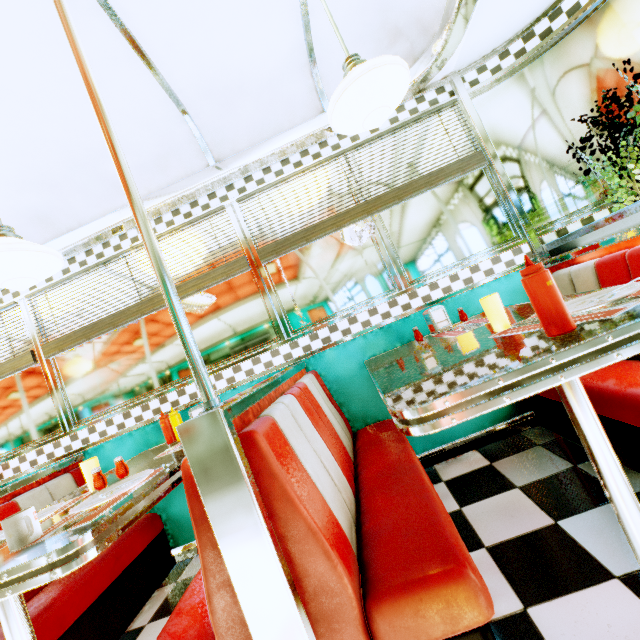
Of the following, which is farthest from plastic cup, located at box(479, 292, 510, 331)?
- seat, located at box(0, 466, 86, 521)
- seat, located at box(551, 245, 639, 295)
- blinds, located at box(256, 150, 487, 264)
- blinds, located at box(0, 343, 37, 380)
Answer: blinds, located at box(0, 343, 37, 380)

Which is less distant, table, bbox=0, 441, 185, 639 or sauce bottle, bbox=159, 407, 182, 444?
table, bbox=0, 441, 185, 639

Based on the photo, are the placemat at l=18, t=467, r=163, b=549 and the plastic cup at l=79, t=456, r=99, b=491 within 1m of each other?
yes

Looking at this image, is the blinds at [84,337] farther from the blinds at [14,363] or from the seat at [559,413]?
the seat at [559,413]

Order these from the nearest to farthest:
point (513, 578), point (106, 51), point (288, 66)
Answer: point (513, 578), point (106, 51), point (288, 66)

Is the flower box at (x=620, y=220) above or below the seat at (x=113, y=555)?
above

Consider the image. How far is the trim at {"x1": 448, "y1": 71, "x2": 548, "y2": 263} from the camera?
2.4 meters

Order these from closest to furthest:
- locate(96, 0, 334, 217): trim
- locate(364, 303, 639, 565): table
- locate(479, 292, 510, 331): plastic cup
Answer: locate(364, 303, 639, 565): table
locate(479, 292, 510, 331): plastic cup
locate(96, 0, 334, 217): trim
